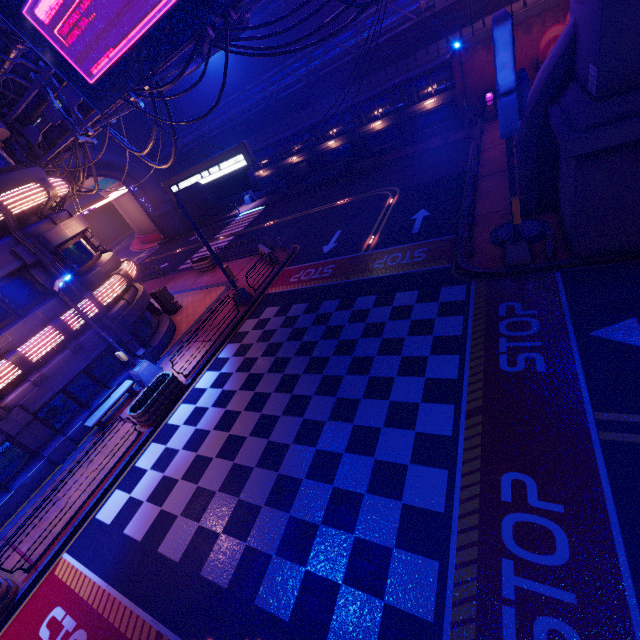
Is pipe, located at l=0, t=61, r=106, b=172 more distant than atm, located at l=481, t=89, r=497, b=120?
No

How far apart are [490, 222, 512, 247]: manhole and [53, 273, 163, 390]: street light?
16.29m

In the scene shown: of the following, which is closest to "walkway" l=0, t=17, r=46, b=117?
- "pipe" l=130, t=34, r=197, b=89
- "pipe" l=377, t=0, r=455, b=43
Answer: "pipe" l=130, t=34, r=197, b=89

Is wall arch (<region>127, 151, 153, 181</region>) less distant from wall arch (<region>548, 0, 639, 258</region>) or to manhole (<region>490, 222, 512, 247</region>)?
manhole (<region>490, 222, 512, 247</region>)

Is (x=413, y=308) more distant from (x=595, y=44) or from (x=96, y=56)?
(x=96, y=56)

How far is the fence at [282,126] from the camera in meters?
31.4

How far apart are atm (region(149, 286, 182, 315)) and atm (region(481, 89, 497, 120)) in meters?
28.7

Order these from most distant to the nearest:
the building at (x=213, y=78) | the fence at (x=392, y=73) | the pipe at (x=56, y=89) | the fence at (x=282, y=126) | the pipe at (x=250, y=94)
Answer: the building at (x=213, y=78), the fence at (x=282, y=126), the pipe at (x=250, y=94), the fence at (x=392, y=73), the pipe at (x=56, y=89)
